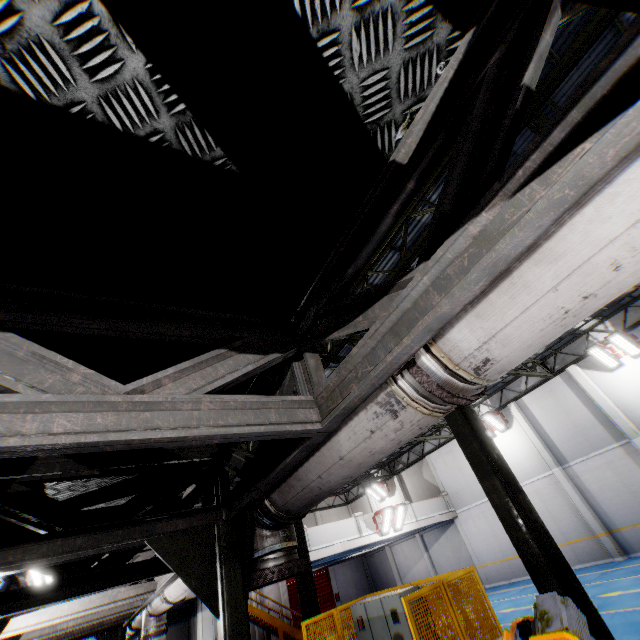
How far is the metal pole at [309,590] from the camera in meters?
9.3 m

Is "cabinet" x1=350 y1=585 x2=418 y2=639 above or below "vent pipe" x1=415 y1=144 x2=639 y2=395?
below

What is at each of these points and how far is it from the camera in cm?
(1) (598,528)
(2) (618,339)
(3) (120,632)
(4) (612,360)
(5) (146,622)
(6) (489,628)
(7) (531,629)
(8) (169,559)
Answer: (1) cement column, 1545
(2) light, 1518
(3) metal pole, 882
(4) light, 1563
(5) vent pipe, 693
(6) metal panel, 575
(7) robot arm, 109
(8) metal pole, 249

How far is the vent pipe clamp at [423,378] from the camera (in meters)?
1.43

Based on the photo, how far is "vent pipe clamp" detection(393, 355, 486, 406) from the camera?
1.4m

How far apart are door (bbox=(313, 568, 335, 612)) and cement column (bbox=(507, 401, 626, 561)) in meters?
19.5

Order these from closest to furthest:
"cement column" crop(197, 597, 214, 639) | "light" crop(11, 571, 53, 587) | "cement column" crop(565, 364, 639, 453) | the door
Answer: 1. "light" crop(11, 571, 53, 587)
2. "cement column" crop(197, 597, 214, 639)
3. "cement column" crop(565, 364, 639, 453)
4. the door

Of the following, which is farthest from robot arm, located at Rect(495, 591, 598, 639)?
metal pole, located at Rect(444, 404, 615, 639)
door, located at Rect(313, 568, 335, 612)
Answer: door, located at Rect(313, 568, 335, 612)
